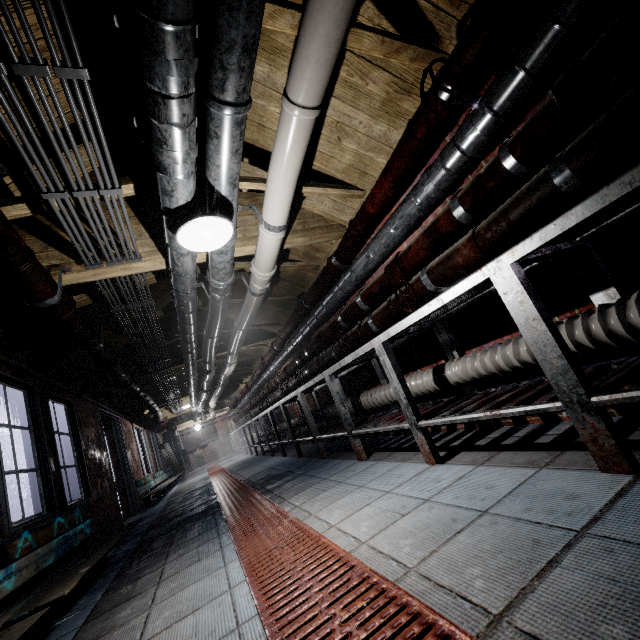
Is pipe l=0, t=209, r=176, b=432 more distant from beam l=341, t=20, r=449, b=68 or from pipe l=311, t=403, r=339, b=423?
pipe l=311, t=403, r=339, b=423

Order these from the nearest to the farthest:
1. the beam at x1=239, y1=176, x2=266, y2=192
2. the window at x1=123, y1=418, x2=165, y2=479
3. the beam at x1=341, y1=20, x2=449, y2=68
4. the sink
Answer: the beam at x1=341, y1=20, x2=449, y2=68 < the beam at x1=239, y1=176, x2=266, y2=192 < the window at x1=123, y1=418, x2=165, y2=479 < the sink

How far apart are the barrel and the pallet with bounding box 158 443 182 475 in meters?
0.8 m

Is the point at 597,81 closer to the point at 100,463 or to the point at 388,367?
the point at 388,367

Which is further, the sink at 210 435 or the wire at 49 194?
the sink at 210 435

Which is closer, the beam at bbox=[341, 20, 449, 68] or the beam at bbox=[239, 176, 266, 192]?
the beam at bbox=[341, 20, 449, 68]

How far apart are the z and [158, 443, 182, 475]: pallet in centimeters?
1291cm

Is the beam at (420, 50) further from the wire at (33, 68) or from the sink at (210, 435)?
the sink at (210, 435)
